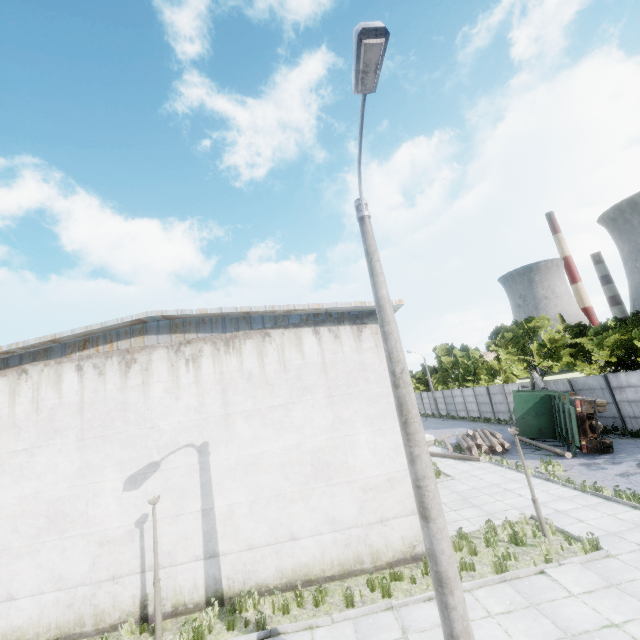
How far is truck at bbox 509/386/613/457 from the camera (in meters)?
16.95

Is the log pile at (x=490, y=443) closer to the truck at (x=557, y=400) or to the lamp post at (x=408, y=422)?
the truck at (x=557, y=400)

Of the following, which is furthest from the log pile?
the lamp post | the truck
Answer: the lamp post

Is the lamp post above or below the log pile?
above

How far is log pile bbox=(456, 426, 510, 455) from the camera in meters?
20.2 m

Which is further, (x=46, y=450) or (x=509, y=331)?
(x=509, y=331)

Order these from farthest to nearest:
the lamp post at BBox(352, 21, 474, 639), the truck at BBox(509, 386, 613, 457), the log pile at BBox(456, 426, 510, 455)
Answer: the log pile at BBox(456, 426, 510, 455) < the truck at BBox(509, 386, 613, 457) < the lamp post at BBox(352, 21, 474, 639)

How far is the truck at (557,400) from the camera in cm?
1695
